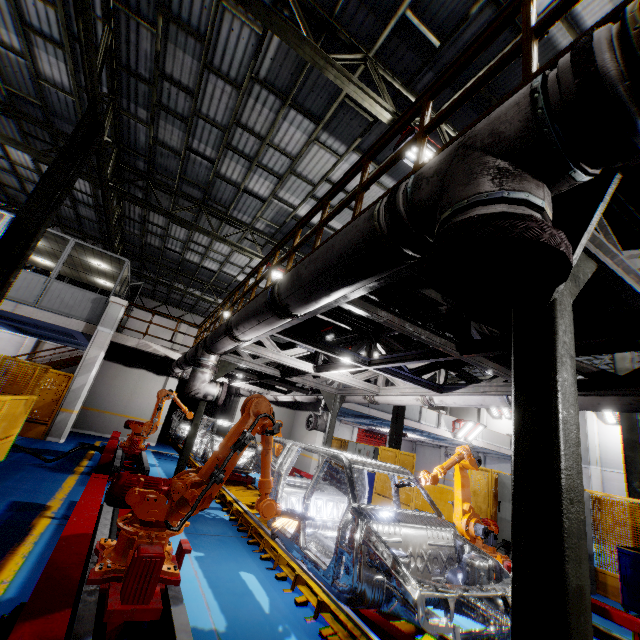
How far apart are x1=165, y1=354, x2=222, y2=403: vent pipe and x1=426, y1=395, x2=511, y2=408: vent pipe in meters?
3.6

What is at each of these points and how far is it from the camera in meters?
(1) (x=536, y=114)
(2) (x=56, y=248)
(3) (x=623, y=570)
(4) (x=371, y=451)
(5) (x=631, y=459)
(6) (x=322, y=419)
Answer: (1) vent pipe, 1.3
(2) cieling, 13.8
(3) toolbox, 6.7
(4) cabinet, 14.8
(5) metal pole, 8.6
(6) vent pipe, 10.6

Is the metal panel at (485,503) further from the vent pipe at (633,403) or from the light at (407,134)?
the light at (407,134)

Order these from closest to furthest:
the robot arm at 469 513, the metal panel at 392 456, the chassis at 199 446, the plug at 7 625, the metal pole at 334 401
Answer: → the plug at 7 625 → the robot arm at 469 513 → the metal pole at 334 401 → the chassis at 199 446 → the metal panel at 392 456

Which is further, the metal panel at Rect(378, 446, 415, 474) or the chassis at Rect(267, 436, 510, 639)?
the metal panel at Rect(378, 446, 415, 474)

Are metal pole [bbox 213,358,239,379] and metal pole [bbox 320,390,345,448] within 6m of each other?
yes

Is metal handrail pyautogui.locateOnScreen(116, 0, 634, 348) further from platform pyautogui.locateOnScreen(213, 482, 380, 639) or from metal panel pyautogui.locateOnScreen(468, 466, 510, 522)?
platform pyautogui.locateOnScreen(213, 482, 380, 639)

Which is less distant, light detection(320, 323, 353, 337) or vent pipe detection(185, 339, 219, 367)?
light detection(320, 323, 353, 337)
